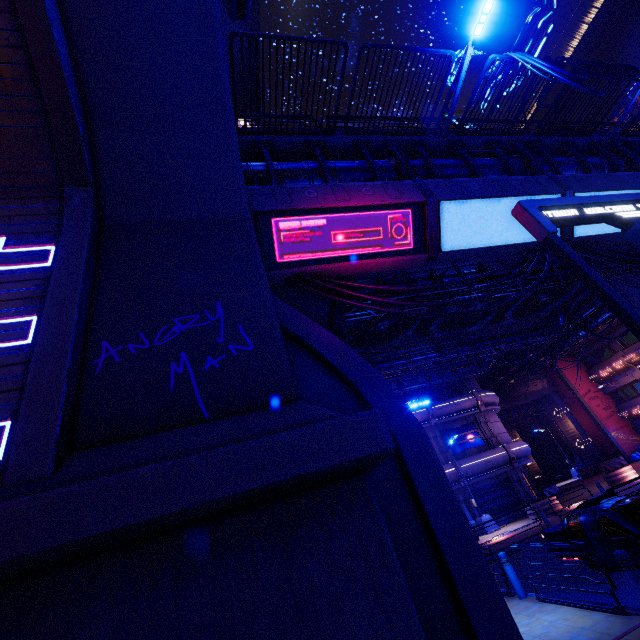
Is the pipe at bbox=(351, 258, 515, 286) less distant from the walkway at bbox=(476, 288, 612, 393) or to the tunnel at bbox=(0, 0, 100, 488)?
the walkway at bbox=(476, 288, 612, 393)

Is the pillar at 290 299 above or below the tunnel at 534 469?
above

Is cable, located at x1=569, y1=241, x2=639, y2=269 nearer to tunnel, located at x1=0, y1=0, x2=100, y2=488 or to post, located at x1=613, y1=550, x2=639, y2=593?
post, located at x1=613, y1=550, x2=639, y2=593

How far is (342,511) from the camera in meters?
3.1

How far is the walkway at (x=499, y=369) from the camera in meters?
25.9

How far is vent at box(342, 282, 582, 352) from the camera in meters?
18.4

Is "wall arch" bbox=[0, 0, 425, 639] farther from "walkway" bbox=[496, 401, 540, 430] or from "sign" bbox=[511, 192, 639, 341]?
"walkway" bbox=[496, 401, 540, 430]

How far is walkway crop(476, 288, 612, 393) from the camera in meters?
25.9
